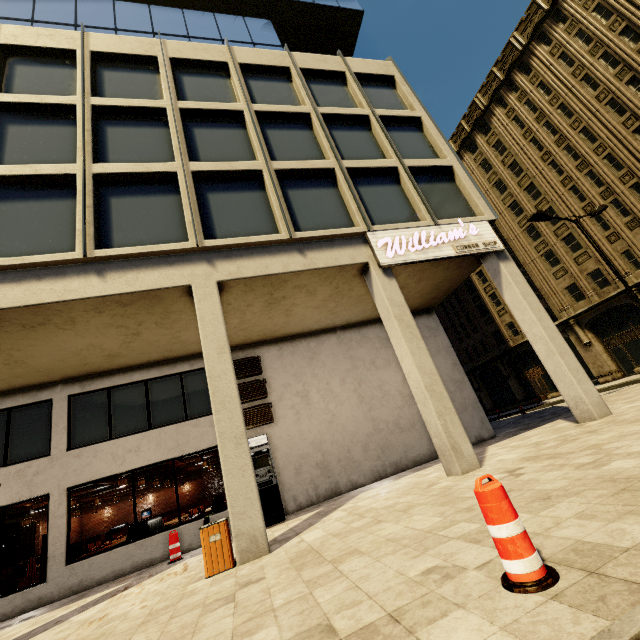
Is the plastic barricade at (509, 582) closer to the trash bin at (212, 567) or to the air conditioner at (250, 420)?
the trash bin at (212, 567)

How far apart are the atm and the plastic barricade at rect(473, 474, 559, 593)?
8.1 meters

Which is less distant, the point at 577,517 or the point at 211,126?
the point at 577,517

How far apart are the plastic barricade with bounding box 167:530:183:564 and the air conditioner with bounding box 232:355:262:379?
4.6 meters

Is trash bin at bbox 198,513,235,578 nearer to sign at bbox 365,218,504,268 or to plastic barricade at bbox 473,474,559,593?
plastic barricade at bbox 473,474,559,593

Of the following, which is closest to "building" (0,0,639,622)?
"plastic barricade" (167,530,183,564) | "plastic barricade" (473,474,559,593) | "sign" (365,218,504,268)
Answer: "sign" (365,218,504,268)

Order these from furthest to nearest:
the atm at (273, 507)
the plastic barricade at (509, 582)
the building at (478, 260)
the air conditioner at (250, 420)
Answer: the air conditioner at (250, 420) → the atm at (273, 507) → the building at (478, 260) → the plastic barricade at (509, 582)

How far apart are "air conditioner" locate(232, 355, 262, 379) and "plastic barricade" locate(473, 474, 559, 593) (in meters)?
9.73
